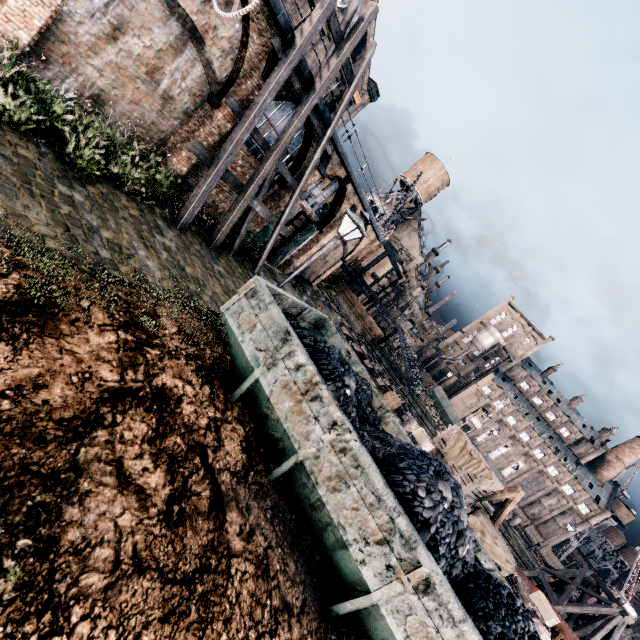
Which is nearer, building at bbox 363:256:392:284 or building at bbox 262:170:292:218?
building at bbox 262:170:292:218

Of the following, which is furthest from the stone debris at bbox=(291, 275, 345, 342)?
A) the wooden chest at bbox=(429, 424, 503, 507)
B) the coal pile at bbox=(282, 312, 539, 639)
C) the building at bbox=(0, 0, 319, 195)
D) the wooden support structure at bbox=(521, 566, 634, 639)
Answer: the wooden support structure at bbox=(521, 566, 634, 639)

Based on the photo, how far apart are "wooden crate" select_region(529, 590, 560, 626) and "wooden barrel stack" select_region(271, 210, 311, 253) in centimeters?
2649cm

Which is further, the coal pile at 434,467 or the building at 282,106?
the building at 282,106

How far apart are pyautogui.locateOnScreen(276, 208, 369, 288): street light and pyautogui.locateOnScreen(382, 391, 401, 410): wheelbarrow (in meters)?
15.64

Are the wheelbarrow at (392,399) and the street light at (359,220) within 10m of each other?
no

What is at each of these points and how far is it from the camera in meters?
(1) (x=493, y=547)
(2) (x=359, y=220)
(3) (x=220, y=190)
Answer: (1) wooden chest, 15.9
(2) street light, 9.7
(3) building, 17.2

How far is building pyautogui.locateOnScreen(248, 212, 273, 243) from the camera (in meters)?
19.31
